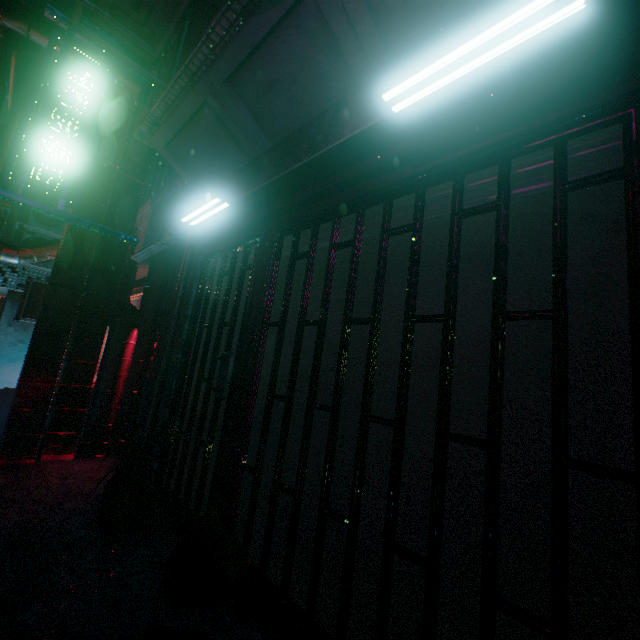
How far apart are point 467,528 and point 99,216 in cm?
463

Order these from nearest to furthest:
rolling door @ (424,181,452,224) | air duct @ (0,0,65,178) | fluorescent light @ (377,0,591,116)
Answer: fluorescent light @ (377,0,591,116) < rolling door @ (424,181,452,224) < air duct @ (0,0,65,178)

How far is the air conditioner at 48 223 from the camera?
6.6m

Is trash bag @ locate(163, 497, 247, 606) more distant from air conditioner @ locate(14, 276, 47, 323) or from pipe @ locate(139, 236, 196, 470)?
air conditioner @ locate(14, 276, 47, 323)

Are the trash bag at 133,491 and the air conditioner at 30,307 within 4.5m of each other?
no

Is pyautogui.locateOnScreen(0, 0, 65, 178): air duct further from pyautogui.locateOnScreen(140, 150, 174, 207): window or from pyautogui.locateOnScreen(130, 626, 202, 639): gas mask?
pyautogui.locateOnScreen(130, 626, 202, 639): gas mask

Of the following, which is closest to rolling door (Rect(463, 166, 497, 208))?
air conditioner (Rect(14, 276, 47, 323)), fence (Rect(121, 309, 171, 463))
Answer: Answer: fence (Rect(121, 309, 171, 463))

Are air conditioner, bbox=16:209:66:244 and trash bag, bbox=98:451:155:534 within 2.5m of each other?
no
